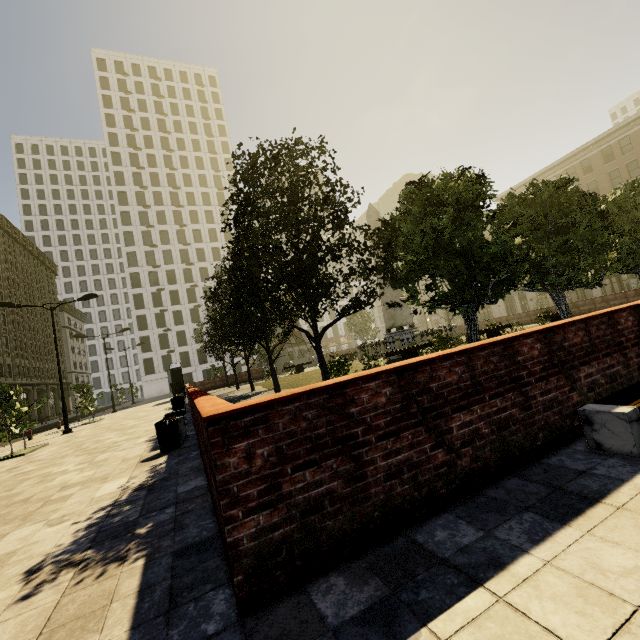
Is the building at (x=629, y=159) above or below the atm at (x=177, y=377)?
above

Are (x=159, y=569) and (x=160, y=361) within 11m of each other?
no

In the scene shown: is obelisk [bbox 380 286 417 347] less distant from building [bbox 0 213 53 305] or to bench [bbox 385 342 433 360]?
bench [bbox 385 342 433 360]

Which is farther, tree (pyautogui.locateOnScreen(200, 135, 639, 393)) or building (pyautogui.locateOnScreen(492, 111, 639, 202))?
building (pyautogui.locateOnScreen(492, 111, 639, 202))

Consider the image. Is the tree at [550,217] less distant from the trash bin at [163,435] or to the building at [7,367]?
the building at [7,367]

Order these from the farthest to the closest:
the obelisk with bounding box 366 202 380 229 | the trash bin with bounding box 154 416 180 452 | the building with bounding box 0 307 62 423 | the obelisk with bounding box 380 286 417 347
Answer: the building with bounding box 0 307 62 423 < the obelisk with bounding box 366 202 380 229 < the obelisk with bounding box 380 286 417 347 < the trash bin with bounding box 154 416 180 452

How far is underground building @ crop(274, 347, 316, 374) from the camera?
39.9m

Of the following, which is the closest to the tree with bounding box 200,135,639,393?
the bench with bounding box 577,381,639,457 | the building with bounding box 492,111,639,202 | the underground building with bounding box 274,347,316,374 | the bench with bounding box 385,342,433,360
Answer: the underground building with bounding box 274,347,316,374
